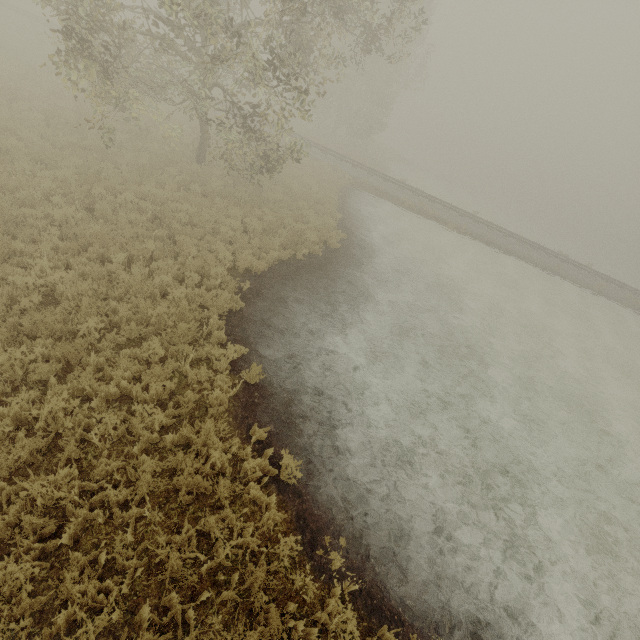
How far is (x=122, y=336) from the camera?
6.77m
